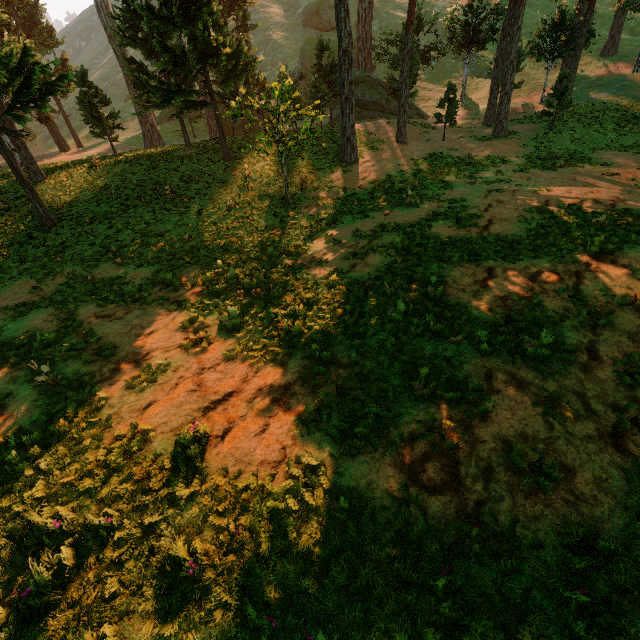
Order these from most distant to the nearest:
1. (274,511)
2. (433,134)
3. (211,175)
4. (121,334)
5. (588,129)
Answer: (433,134) → (588,129) → (211,175) → (121,334) → (274,511)

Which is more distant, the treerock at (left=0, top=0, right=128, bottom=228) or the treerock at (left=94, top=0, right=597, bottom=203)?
the treerock at (left=94, top=0, right=597, bottom=203)

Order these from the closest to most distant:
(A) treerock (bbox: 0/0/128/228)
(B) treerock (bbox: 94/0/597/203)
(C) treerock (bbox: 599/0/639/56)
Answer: (A) treerock (bbox: 0/0/128/228), (B) treerock (bbox: 94/0/597/203), (C) treerock (bbox: 599/0/639/56)

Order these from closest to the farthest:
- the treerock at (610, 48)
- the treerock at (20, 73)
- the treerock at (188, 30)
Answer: the treerock at (20, 73), the treerock at (188, 30), the treerock at (610, 48)

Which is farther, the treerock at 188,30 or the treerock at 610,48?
the treerock at 610,48
